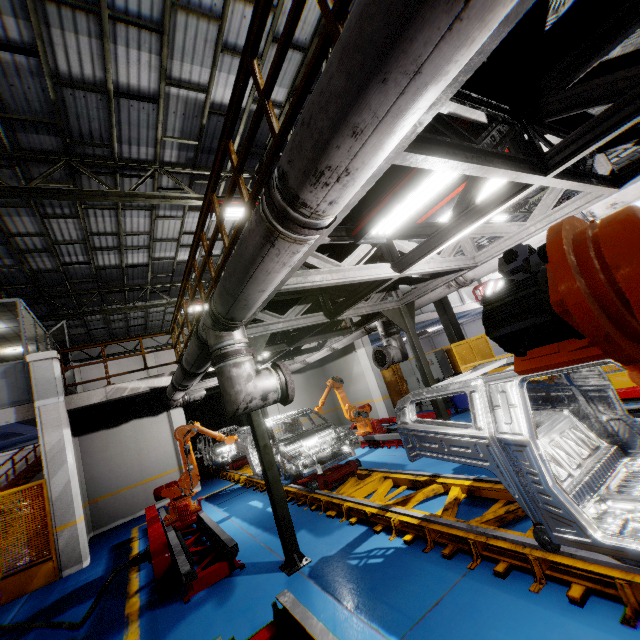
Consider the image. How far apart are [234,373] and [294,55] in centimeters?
719cm

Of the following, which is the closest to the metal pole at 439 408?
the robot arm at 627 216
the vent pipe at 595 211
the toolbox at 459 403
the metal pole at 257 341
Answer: the vent pipe at 595 211

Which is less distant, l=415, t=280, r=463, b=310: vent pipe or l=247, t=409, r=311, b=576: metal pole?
l=247, t=409, r=311, b=576: metal pole

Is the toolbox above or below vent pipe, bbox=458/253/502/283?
below

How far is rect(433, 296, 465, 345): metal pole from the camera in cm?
1182

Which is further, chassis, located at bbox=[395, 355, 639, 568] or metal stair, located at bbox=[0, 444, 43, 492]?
metal stair, located at bbox=[0, 444, 43, 492]

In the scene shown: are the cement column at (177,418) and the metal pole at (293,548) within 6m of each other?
no

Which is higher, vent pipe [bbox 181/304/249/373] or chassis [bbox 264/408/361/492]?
vent pipe [bbox 181/304/249/373]
